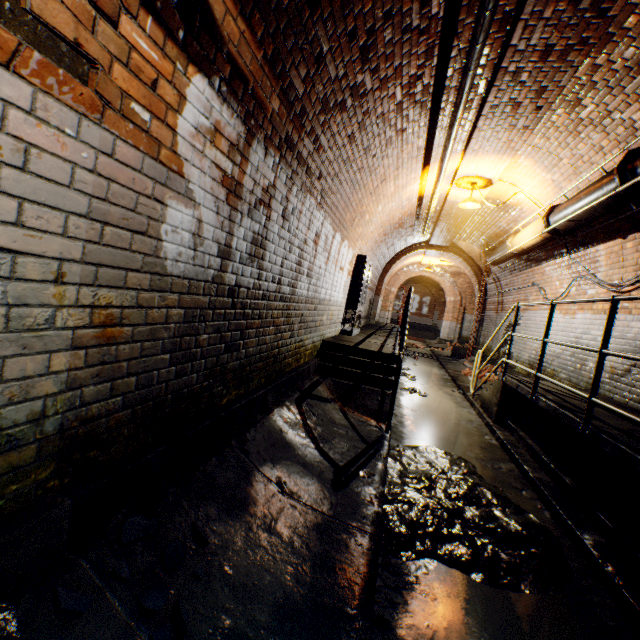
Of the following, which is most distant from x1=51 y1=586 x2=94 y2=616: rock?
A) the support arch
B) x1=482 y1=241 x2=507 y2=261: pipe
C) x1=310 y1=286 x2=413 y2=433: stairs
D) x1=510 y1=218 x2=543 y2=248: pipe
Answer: the support arch

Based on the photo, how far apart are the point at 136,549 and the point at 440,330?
34.6 meters

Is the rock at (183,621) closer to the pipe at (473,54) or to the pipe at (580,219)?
the pipe at (473,54)

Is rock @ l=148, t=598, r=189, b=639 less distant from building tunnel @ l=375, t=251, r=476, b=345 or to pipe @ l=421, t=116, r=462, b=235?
building tunnel @ l=375, t=251, r=476, b=345

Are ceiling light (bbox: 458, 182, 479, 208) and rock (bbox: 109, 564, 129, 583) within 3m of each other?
no

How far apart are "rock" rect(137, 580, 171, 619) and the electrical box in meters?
6.3 m

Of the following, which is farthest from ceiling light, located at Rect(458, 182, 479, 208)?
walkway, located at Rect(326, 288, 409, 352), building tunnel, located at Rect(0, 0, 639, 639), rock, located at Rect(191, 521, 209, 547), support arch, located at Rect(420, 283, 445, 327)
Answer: support arch, located at Rect(420, 283, 445, 327)

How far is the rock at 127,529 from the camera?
1.51m
